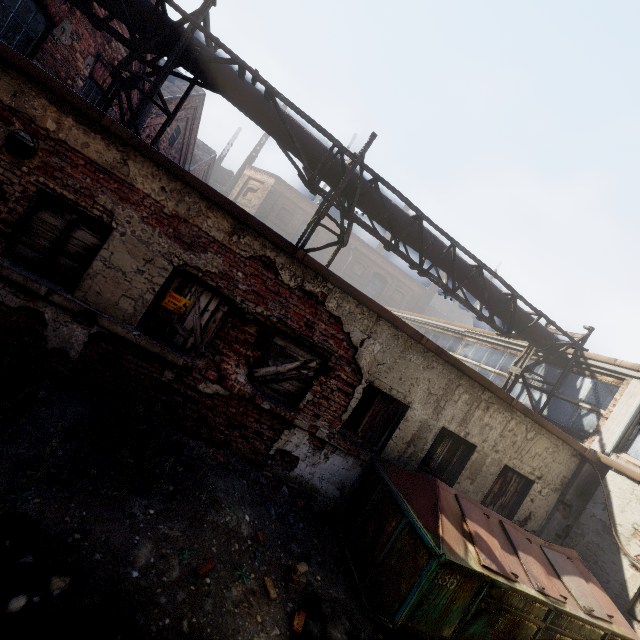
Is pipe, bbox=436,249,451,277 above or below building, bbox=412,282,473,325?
below

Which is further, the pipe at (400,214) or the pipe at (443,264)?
the pipe at (443,264)

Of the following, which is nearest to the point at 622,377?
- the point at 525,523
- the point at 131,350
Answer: the point at 525,523

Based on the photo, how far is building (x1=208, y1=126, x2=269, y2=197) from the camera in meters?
30.8 m

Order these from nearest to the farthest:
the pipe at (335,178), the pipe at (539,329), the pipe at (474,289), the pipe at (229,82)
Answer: the pipe at (229,82) → the pipe at (335,178) → the pipe at (474,289) → the pipe at (539,329)

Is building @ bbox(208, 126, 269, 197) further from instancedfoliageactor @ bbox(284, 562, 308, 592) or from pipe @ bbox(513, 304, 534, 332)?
instancedfoliageactor @ bbox(284, 562, 308, 592)

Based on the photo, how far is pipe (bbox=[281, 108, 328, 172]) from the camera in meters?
6.9
